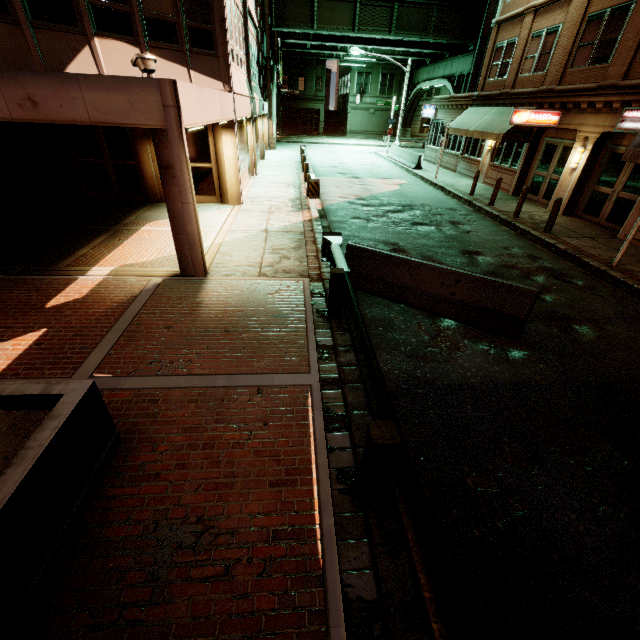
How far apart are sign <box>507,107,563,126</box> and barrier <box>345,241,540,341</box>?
12.0m

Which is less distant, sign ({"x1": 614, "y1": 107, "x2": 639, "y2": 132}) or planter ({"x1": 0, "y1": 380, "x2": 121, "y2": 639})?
planter ({"x1": 0, "y1": 380, "x2": 121, "y2": 639})

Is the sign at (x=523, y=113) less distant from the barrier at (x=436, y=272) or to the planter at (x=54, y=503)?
the barrier at (x=436, y=272)

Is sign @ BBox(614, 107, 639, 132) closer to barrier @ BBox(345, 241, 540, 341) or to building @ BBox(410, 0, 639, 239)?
building @ BBox(410, 0, 639, 239)

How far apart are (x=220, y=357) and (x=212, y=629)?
3.35m

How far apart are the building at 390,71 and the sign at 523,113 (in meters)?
39.82

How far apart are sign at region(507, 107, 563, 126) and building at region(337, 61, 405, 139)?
39.8m

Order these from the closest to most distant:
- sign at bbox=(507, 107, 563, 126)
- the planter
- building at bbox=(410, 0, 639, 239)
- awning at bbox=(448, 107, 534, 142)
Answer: the planter → building at bbox=(410, 0, 639, 239) → sign at bbox=(507, 107, 563, 126) → awning at bbox=(448, 107, 534, 142)
